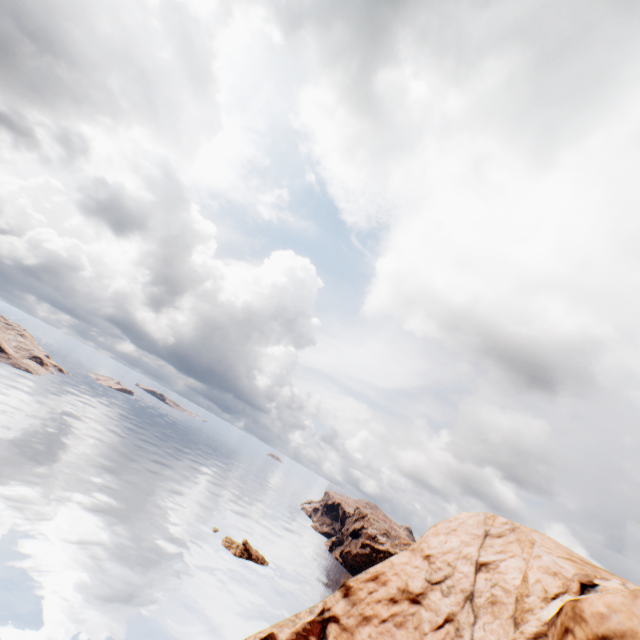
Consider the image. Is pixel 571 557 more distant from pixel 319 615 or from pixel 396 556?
pixel 319 615
